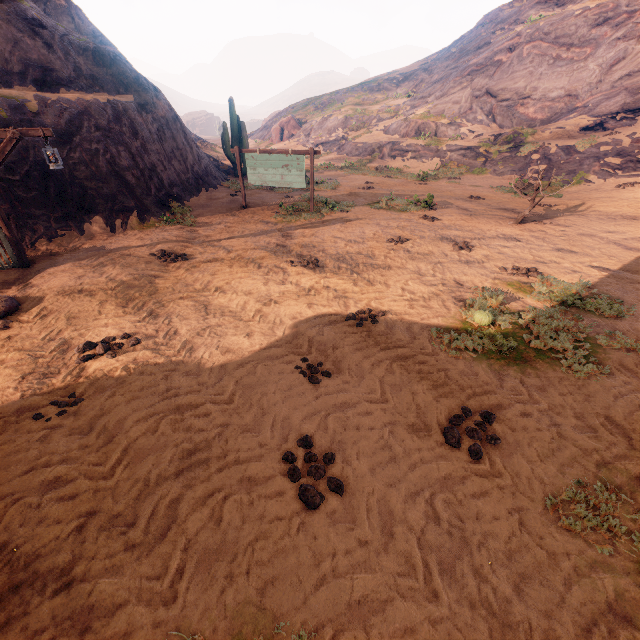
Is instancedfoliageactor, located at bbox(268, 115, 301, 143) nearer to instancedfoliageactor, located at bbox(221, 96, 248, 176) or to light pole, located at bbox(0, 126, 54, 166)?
instancedfoliageactor, located at bbox(221, 96, 248, 176)

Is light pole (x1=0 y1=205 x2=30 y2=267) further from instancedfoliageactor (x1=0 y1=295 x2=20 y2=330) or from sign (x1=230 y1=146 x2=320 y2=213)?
sign (x1=230 y1=146 x2=320 y2=213)

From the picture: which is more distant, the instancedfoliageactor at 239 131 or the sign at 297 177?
the instancedfoliageactor at 239 131

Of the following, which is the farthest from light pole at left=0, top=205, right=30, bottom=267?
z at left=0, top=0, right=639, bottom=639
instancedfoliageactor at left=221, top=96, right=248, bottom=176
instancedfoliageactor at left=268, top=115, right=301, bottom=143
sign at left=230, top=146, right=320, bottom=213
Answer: instancedfoliageactor at left=268, top=115, right=301, bottom=143

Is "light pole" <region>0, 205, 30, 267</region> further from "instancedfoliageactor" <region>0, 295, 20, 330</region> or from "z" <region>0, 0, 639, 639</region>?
"instancedfoliageactor" <region>0, 295, 20, 330</region>

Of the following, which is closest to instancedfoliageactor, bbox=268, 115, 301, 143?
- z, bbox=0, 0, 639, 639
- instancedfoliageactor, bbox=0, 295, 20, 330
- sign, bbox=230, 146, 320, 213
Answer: z, bbox=0, 0, 639, 639

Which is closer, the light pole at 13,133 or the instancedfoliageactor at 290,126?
the light pole at 13,133

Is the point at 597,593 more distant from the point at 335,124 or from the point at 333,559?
the point at 335,124
